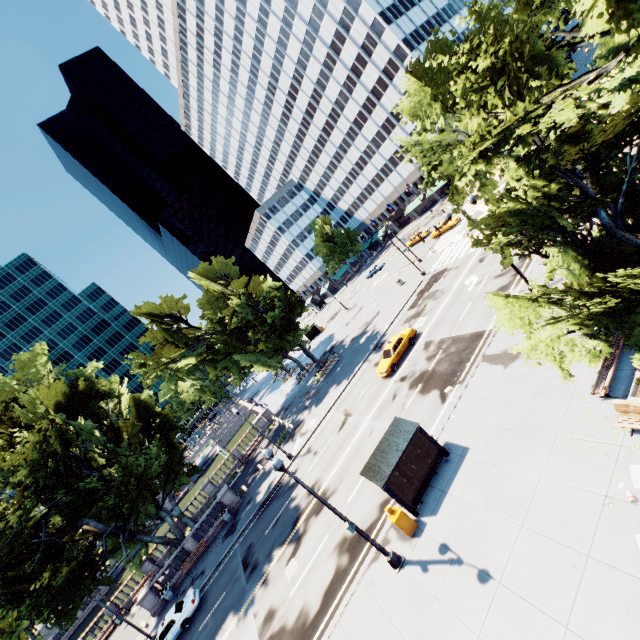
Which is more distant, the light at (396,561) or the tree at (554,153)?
the light at (396,561)

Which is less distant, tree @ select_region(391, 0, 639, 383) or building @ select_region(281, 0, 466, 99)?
tree @ select_region(391, 0, 639, 383)

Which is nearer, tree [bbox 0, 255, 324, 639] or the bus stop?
the bus stop

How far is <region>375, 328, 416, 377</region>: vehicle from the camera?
26.8m

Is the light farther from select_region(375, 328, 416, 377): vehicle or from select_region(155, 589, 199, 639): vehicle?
select_region(375, 328, 416, 377): vehicle

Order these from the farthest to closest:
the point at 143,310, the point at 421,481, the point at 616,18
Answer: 1. the point at 143,310
2. the point at 421,481
3. the point at 616,18

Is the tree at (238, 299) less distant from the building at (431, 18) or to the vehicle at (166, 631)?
the building at (431, 18)

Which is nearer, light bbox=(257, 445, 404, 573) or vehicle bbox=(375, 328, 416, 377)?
light bbox=(257, 445, 404, 573)
